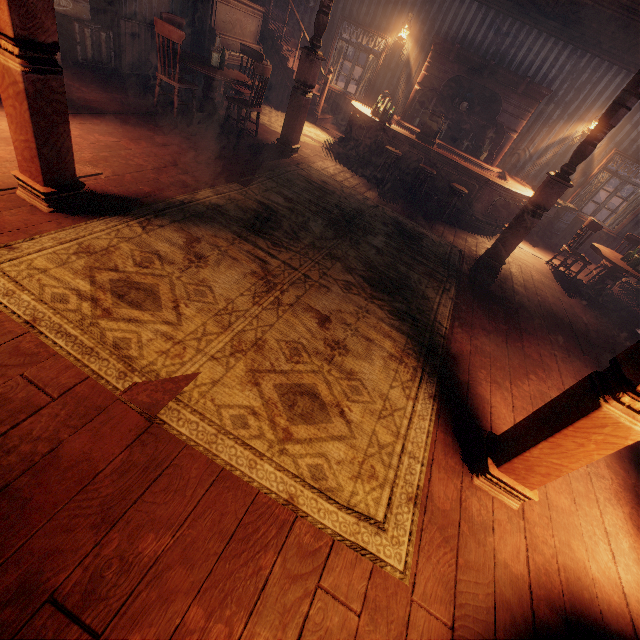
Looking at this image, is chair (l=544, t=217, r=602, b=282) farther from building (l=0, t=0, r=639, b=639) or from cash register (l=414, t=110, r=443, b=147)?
cash register (l=414, t=110, r=443, b=147)

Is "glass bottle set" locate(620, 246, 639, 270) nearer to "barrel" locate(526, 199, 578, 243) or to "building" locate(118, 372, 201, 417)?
"building" locate(118, 372, 201, 417)

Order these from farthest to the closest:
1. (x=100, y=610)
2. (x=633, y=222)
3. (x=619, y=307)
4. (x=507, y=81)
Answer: (x=633, y=222) < (x=507, y=81) < (x=619, y=307) < (x=100, y=610)

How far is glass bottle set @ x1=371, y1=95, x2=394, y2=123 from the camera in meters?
7.4 m

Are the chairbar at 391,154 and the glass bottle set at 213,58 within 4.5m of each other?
yes

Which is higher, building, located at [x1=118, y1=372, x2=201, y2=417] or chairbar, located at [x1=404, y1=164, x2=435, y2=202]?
chairbar, located at [x1=404, y1=164, x2=435, y2=202]

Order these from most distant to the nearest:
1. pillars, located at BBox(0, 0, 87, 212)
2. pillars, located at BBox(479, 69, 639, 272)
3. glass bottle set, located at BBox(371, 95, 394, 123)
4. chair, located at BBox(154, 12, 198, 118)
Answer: glass bottle set, located at BBox(371, 95, 394, 123)
chair, located at BBox(154, 12, 198, 118)
pillars, located at BBox(479, 69, 639, 272)
pillars, located at BBox(0, 0, 87, 212)

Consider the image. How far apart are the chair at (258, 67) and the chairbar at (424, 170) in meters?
3.4
